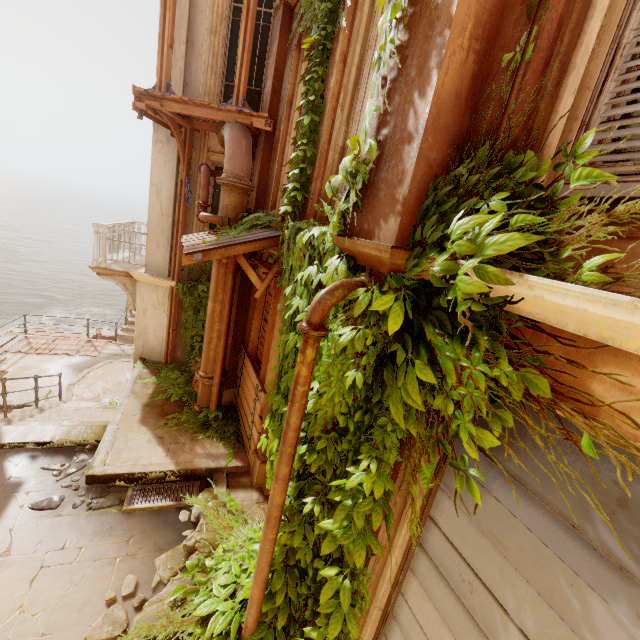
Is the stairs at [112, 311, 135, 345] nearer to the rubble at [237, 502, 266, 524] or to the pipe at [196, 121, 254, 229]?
the pipe at [196, 121, 254, 229]

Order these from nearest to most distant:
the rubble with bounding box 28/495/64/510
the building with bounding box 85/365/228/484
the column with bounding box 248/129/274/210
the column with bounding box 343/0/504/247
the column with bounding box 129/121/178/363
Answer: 1. the column with bounding box 343/0/504/247
2. the rubble with bounding box 28/495/64/510
3. the building with bounding box 85/365/228/484
4. the column with bounding box 248/129/274/210
5. the column with bounding box 129/121/178/363

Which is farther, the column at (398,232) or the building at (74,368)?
the building at (74,368)

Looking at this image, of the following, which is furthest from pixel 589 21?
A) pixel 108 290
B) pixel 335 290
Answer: pixel 108 290

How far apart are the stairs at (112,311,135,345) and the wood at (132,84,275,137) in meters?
10.0

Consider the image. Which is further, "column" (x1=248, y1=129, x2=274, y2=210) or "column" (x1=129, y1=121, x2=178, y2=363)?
"column" (x1=129, y1=121, x2=178, y2=363)

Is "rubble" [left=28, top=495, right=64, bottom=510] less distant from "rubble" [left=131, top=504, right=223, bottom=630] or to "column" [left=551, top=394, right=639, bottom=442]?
"rubble" [left=131, top=504, right=223, bottom=630]

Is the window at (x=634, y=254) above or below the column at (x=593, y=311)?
above
